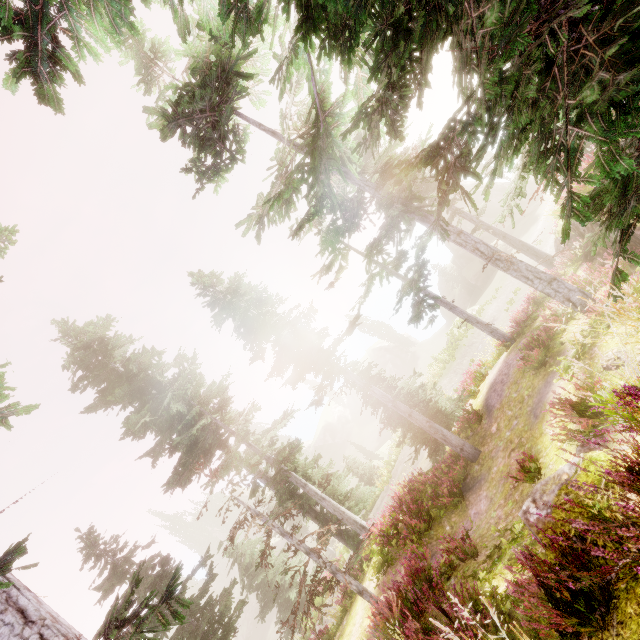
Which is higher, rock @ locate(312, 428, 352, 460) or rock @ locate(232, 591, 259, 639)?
rock @ locate(312, 428, 352, 460)

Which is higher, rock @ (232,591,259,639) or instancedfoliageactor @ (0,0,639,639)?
instancedfoliageactor @ (0,0,639,639)

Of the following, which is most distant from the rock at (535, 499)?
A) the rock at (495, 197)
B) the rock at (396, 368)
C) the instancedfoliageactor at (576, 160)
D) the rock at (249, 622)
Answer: the rock at (249, 622)

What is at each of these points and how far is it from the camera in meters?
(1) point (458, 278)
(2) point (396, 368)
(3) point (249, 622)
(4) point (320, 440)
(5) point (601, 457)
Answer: (1) instancedfoliageactor, 46.2
(2) rock, 54.2
(3) rock, 47.7
(4) rock, 59.3
(5) rock, 2.7

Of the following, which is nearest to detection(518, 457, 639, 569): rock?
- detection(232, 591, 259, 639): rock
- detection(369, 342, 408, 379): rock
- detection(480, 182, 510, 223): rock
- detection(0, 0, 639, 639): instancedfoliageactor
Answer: detection(0, 0, 639, 639): instancedfoliageactor

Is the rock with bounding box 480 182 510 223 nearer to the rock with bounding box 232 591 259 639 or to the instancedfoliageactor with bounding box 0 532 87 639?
the instancedfoliageactor with bounding box 0 532 87 639

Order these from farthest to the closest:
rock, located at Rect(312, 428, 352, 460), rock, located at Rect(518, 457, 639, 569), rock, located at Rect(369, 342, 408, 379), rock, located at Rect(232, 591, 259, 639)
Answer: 1. rock, located at Rect(312, 428, 352, 460)
2. rock, located at Rect(369, 342, 408, 379)
3. rock, located at Rect(232, 591, 259, 639)
4. rock, located at Rect(518, 457, 639, 569)

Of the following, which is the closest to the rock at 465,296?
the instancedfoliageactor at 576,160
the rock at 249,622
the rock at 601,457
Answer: the instancedfoliageactor at 576,160
